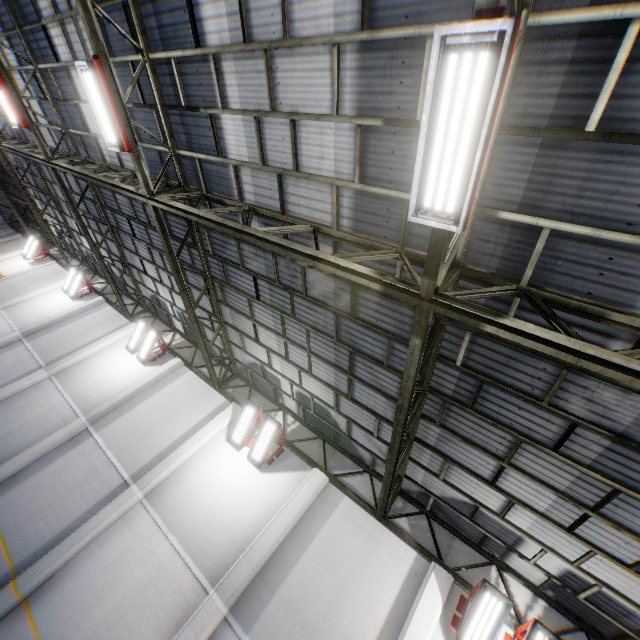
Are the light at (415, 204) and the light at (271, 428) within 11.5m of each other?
yes

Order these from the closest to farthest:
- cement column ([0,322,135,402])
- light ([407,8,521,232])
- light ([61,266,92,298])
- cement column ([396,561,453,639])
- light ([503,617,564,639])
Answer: light ([407,8,521,232]) → light ([503,617,564,639]) → cement column ([396,561,453,639]) → cement column ([0,322,135,402]) → light ([61,266,92,298])

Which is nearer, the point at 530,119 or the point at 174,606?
the point at 530,119

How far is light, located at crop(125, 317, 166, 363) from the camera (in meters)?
14.12

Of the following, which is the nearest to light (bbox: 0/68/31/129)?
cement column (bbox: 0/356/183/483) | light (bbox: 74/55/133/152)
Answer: light (bbox: 74/55/133/152)

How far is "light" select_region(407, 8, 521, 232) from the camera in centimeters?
246cm

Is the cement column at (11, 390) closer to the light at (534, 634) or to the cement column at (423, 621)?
the cement column at (423, 621)

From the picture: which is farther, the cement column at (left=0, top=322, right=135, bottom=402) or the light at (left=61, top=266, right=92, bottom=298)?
the light at (left=61, top=266, right=92, bottom=298)
